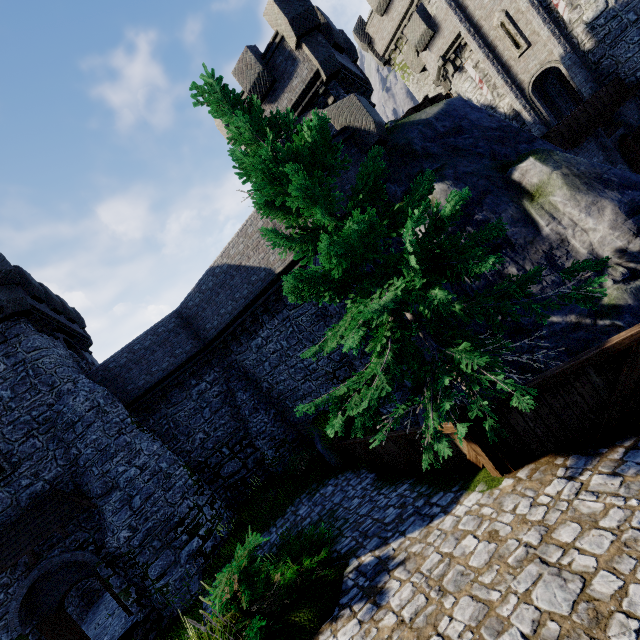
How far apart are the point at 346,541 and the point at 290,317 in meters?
9.6

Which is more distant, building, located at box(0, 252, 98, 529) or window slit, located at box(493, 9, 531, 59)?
window slit, located at box(493, 9, 531, 59)

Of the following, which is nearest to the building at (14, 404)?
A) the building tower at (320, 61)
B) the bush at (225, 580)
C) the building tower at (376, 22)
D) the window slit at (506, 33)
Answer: the bush at (225, 580)

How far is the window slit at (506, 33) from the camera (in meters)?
18.64

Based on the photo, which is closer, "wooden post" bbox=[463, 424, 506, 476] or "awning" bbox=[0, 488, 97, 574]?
"wooden post" bbox=[463, 424, 506, 476]

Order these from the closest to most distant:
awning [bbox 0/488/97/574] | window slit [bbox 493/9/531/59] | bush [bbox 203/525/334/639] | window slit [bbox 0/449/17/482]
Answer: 1. bush [bbox 203/525/334/639]
2. awning [bbox 0/488/97/574]
3. window slit [bbox 0/449/17/482]
4. window slit [bbox 493/9/531/59]

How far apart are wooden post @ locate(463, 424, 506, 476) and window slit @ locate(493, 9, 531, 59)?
23.80m

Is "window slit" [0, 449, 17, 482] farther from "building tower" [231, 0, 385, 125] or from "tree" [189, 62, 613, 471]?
"building tower" [231, 0, 385, 125]
